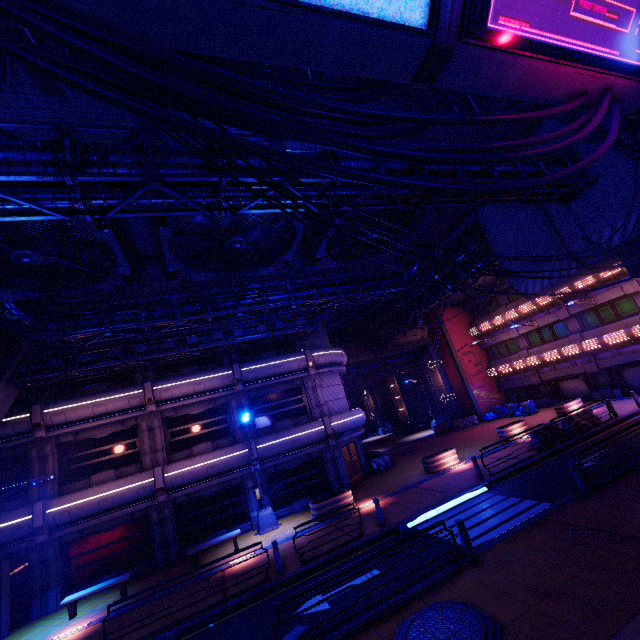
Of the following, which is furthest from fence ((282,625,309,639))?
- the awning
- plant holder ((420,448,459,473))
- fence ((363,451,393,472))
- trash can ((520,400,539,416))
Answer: the awning

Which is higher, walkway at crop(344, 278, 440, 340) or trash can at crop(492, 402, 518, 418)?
walkway at crop(344, 278, 440, 340)

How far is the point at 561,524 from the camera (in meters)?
9.33

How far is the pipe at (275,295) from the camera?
14.8 meters

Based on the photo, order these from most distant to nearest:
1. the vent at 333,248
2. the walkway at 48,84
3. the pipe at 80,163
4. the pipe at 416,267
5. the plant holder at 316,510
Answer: the pipe at 416,267
the plant holder at 316,510
the vent at 333,248
the pipe at 80,163
the walkway at 48,84

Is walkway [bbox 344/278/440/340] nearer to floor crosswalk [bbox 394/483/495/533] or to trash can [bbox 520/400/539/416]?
floor crosswalk [bbox 394/483/495/533]

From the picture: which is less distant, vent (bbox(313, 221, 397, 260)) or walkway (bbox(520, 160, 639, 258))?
walkway (bbox(520, 160, 639, 258))

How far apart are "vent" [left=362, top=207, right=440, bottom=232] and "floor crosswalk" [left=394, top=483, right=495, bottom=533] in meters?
11.3 m
